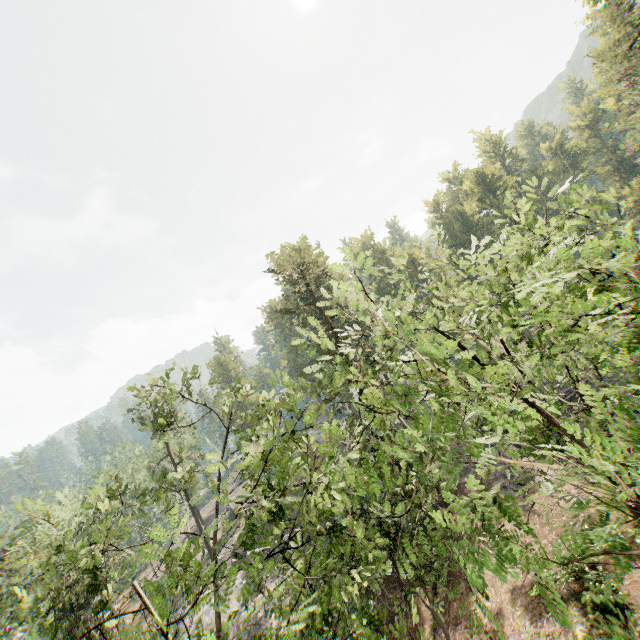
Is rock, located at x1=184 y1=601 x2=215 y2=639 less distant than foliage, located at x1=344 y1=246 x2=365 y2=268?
No

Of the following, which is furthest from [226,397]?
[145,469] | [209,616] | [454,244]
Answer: [454,244]

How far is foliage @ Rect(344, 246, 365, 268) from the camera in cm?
580

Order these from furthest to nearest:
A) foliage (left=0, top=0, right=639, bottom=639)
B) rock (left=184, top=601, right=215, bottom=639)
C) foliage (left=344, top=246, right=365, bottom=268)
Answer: rock (left=184, top=601, right=215, bottom=639) → foliage (left=344, top=246, right=365, bottom=268) → foliage (left=0, top=0, right=639, bottom=639)

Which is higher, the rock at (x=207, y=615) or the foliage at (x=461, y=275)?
the foliage at (x=461, y=275)

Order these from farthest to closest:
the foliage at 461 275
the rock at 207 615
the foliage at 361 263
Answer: the rock at 207 615 < the foliage at 361 263 < the foliage at 461 275

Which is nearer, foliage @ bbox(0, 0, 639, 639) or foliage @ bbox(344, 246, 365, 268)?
foliage @ bbox(0, 0, 639, 639)
